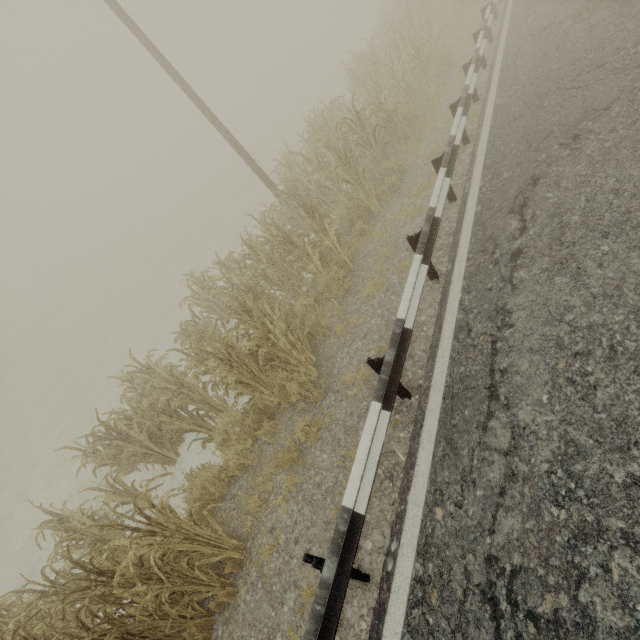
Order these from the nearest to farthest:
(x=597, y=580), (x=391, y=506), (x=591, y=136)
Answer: (x=597, y=580) → (x=391, y=506) → (x=591, y=136)
